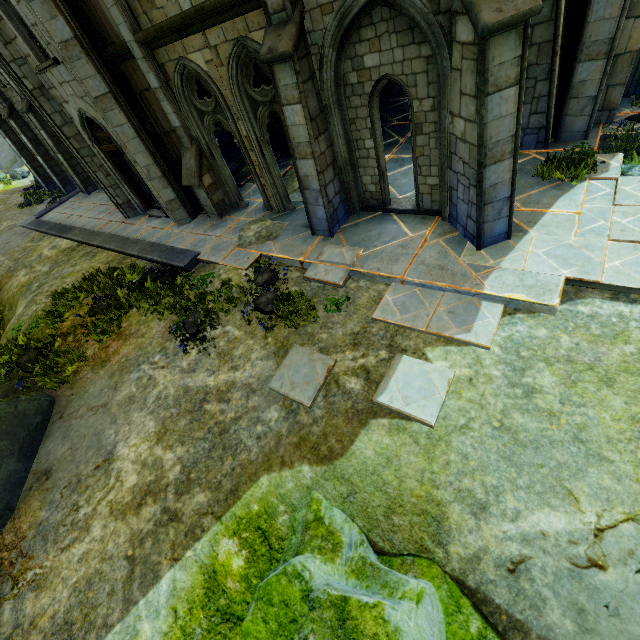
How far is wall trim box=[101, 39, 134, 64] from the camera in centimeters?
844cm

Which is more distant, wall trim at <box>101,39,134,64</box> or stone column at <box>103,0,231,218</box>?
wall trim at <box>101,39,134,64</box>

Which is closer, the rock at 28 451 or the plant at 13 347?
the rock at 28 451

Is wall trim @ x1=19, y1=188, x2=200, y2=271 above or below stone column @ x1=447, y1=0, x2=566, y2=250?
below

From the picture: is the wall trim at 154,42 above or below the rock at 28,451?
above

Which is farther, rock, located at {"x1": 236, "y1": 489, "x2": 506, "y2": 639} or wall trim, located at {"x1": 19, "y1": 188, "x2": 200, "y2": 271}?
wall trim, located at {"x1": 19, "y1": 188, "x2": 200, "y2": 271}

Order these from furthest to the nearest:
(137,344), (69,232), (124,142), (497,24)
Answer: (69,232)
(124,142)
(137,344)
(497,24)

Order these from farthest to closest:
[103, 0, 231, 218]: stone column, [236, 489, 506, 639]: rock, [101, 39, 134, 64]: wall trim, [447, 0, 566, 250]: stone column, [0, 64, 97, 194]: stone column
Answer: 1. [0, 64, 97, 194]: stone column
2. [101, 39, 134, 64]: wall trim
3. [103, 0, 231, 218]: stone column
4. [447, 0, 566, 250]: stone column
5. [236, 489, 506, 639]: rock
